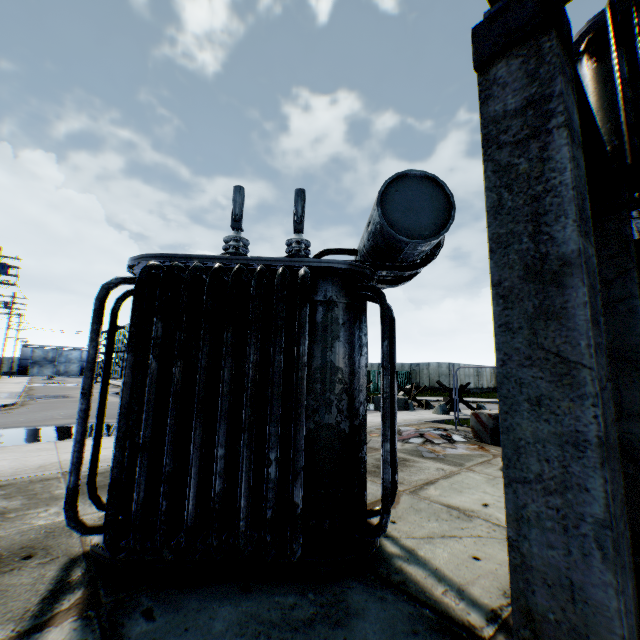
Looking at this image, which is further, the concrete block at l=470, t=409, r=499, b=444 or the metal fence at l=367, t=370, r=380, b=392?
the metal fence at l=367, t=370, r=380, b=392

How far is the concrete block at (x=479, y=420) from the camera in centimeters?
870cm

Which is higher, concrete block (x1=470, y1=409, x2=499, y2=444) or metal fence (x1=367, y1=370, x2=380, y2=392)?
metal fence (x1=367, y1=370, x2=380, y2=392)

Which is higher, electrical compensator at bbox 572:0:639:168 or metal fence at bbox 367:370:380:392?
electrical compensator at bbox 572:0:639:168

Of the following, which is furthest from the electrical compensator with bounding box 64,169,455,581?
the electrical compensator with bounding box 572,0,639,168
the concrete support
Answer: the electrical compensator with bounding box 572,0,639,168

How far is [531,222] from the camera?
1.3m

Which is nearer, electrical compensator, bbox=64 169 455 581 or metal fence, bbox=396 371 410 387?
electrical compensator, bbox=64 169 455 581

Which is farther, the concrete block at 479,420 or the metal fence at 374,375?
the metal fence at 374,375
